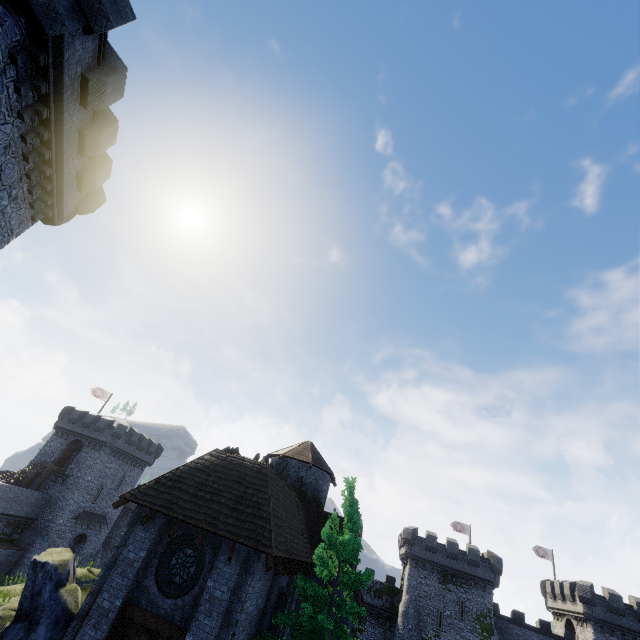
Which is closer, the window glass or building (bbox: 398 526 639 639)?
the window glass

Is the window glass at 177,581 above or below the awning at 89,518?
above

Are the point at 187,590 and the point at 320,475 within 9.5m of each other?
no

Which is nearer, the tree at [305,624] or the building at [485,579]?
the tree at [305,624]

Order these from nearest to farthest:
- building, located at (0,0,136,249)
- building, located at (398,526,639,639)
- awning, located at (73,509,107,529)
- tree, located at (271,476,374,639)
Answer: building, located at (0,0,136,249)
tree, located at (271,476,374,639)
building, located at (398,526,639,639)
awning, located at (73,509,107,529)

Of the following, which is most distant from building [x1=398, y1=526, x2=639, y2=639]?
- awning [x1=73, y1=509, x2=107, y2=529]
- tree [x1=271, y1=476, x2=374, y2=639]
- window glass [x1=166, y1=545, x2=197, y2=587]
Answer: awning [x1=73, y1=509, x2=107, y2=529]

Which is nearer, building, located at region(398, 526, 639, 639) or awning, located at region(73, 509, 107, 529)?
building, located at region(398, 526, 639, 639)

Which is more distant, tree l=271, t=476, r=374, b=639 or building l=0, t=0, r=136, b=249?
tree l=271, t=476, r=374, b=639
